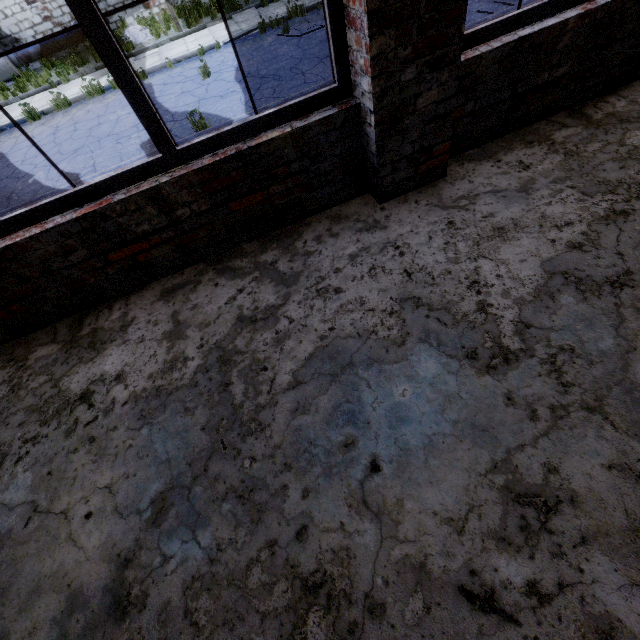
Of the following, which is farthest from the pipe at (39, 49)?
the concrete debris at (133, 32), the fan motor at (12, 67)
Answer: the concrete debris at (133, 32)

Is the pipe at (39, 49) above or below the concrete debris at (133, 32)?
above

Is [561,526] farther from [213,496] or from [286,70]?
[286,70]

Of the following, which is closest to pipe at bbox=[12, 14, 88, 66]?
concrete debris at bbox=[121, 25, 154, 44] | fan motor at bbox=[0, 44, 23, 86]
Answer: fan motor at bbox=[0, 44, 23, 86]

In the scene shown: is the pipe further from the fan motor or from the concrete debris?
the concrete debris

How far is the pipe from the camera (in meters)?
13.50

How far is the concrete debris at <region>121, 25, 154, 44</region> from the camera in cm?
1331

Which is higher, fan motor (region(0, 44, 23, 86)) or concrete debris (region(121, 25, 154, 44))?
fan motor (region(0, 44, 23, 86))
